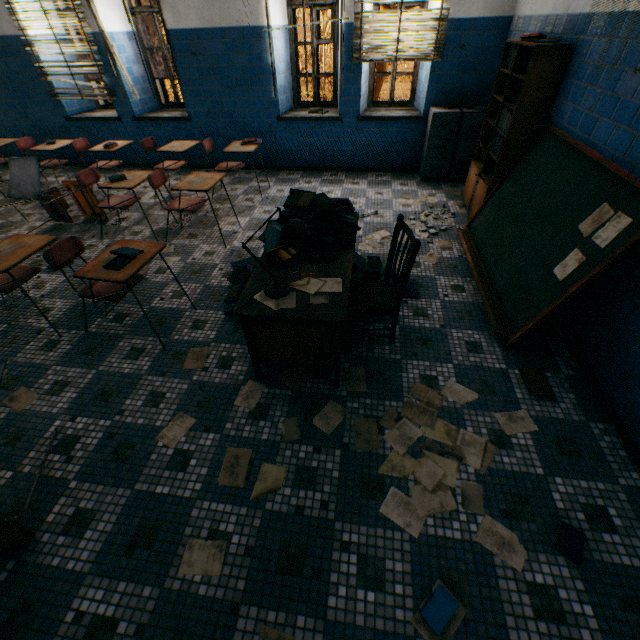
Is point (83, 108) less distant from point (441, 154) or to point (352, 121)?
point (352, 121)

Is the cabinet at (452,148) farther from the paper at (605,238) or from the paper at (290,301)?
the paper at (290,301)

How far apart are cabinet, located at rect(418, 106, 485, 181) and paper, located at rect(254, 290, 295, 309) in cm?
400

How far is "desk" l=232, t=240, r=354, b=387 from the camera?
2.0 meters

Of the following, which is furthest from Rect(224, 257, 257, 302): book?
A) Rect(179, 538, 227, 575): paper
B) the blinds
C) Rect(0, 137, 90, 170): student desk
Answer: Rect(0, 137, 90, 170): student desk

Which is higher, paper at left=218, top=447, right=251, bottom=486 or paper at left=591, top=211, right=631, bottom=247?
paper at left=591, top=211, right=631, bottom=247

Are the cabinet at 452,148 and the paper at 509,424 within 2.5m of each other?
no

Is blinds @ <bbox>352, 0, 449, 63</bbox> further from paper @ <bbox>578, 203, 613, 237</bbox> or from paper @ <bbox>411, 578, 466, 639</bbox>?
paper @ <bbox>411, 578, 466, 639</bbox>
